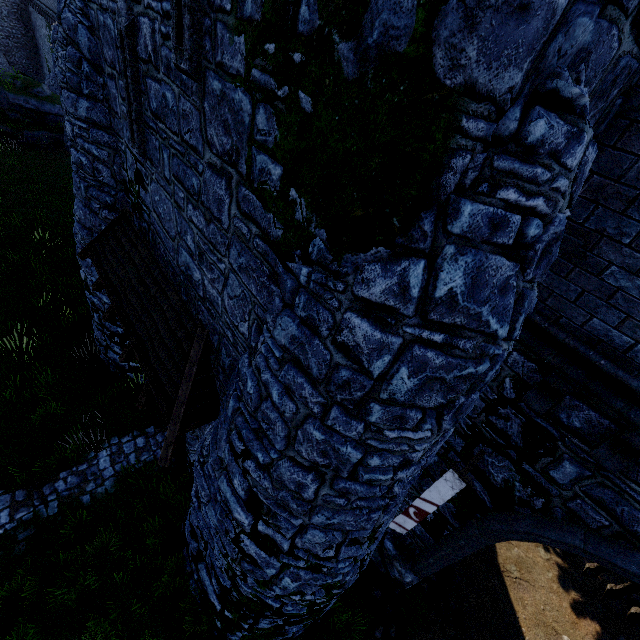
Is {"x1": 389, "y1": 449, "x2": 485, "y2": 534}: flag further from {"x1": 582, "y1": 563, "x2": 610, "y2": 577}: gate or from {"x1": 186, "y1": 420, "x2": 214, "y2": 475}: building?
{"x1": 582, "y1": 563, "x2": 610, "y2": 577}: gate

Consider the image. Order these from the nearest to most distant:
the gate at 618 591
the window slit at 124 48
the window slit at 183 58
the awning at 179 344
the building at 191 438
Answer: the window slit at 183 58 → the window slit at 124 48 → the awning at 179 344 → the gate at 618 591 → the building at 191 438

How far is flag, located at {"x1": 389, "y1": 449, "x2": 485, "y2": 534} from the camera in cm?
518

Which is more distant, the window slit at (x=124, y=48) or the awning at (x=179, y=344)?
the awning at (x=179, y=344)

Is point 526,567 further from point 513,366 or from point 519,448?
point 513,366

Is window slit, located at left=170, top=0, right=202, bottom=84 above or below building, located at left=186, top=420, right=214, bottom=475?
above

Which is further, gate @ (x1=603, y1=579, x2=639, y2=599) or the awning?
gate @ (x1=603, y1=579, x2=639, y2=599)

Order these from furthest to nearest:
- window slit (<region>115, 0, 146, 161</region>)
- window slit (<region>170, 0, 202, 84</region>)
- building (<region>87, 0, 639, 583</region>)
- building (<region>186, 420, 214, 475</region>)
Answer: building (<region>186, 420, 214, 475</region>) → window slit (<region>115, 0, 146, 161</region>) → window slit (<region>170, 0, 202, 84</region>) → building (<region>87, 0, 639, 583</region>)
